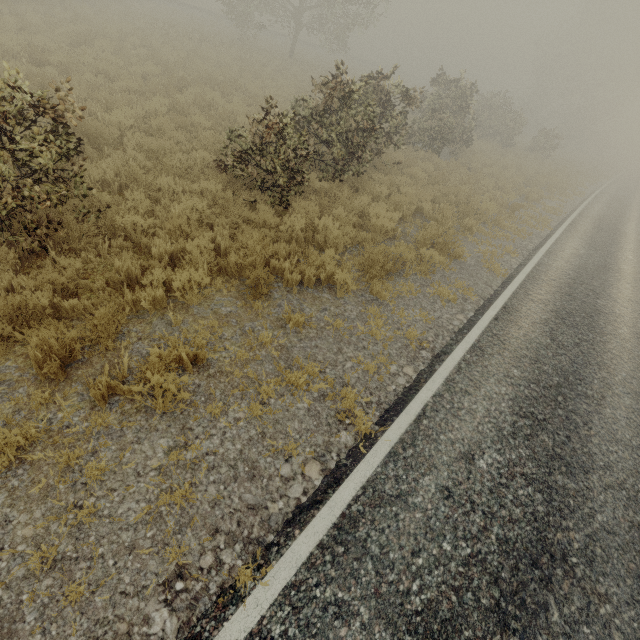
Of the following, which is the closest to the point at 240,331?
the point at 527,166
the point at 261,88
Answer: the point at 261,88
